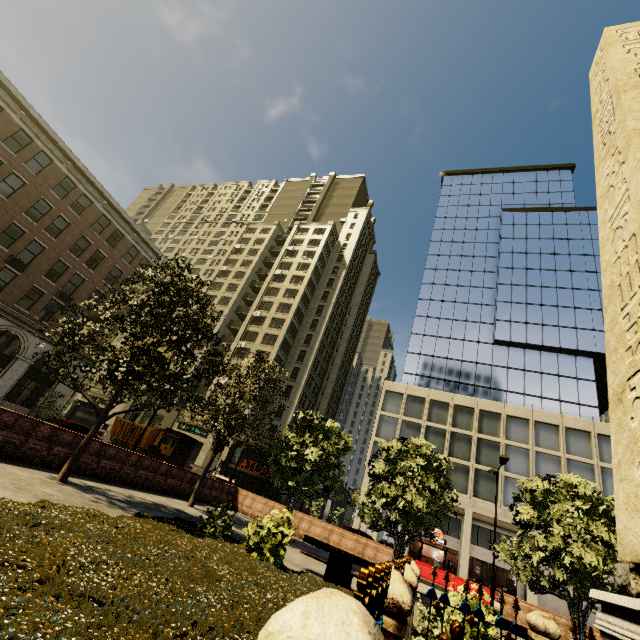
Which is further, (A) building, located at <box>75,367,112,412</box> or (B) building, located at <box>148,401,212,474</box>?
(A) building, located at <box>75,367,112,412</box>

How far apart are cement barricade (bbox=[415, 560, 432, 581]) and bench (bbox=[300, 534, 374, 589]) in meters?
19.0 m

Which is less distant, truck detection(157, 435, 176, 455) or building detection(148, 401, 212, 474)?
truck detection(157, 435, 176, 455)

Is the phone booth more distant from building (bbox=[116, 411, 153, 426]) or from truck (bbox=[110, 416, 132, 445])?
building (bbox=[116, 411, 153, 426])

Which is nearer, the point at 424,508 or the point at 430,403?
the point at 424,508

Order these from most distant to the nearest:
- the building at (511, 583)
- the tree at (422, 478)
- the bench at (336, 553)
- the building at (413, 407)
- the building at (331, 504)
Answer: the building at (331, 504)
the building at (413, 407)
the building at (511, 583)
the tree at (422, 478)
the bench at (336, 553)

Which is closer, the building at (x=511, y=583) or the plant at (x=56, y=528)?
the plant at (x=56, y=528)
